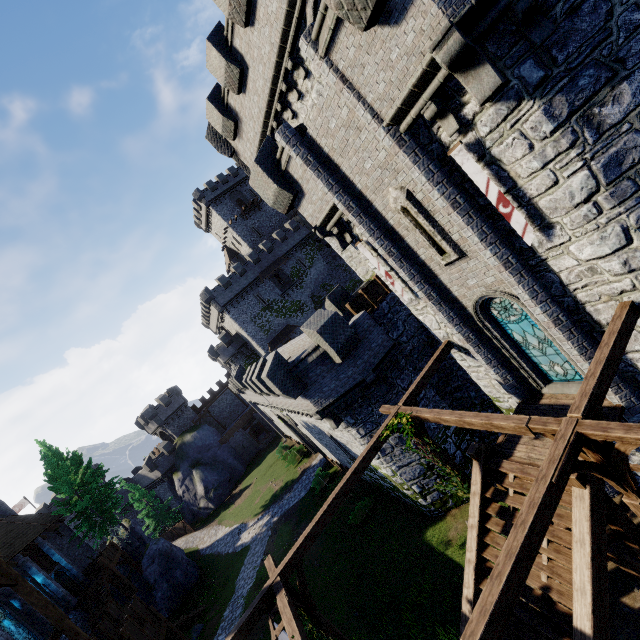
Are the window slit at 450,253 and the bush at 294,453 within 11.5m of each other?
no

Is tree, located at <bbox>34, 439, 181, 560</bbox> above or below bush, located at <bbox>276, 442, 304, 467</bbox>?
above

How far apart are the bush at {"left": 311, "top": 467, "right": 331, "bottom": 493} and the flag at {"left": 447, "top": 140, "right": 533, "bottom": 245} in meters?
25.2 m

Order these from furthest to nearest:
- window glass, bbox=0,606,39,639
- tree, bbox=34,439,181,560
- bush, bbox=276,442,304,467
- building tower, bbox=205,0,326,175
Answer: bush, bbox=276,442,304,467, tree, bbox=34,439,181,560, window glass, bbox=0,606,39,639, building tower, bbox=205,0,326,175

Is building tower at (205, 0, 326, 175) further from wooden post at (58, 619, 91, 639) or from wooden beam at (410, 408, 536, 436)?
wooden post at (58, 619, 91, 639)

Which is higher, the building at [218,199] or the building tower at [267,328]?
the building at [218,199]

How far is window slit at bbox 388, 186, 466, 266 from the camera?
8.9m

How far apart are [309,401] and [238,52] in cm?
1571
